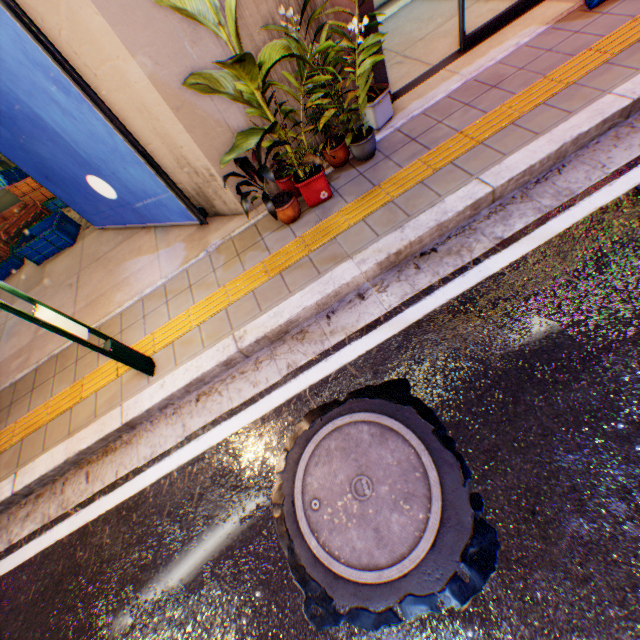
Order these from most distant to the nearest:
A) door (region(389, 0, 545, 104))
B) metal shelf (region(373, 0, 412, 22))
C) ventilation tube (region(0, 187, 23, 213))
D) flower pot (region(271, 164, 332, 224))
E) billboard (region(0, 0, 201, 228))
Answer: ventilation tube (region(0, 187, 23, 213)) < metal shelf (region(373, 0, 412, 22)) < door (region(389, 0, 545, 104)) < flower pot (region(271, 164, 332, 224)) < billboard (region(0, 0, 201, 228))

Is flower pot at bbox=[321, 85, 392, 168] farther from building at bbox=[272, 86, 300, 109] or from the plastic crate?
the plastic crate

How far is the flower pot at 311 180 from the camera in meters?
3.5

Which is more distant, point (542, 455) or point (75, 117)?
point (75, 117)

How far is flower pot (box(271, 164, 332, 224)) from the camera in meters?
3.5

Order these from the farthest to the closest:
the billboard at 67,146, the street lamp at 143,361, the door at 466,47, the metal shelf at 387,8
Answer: the metal shelf at 387,8
the door at 466,47
the billboard at 67,146
the street lamp at 143,361

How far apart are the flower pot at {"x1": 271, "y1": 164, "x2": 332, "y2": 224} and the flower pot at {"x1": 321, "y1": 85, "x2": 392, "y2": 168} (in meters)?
0.13

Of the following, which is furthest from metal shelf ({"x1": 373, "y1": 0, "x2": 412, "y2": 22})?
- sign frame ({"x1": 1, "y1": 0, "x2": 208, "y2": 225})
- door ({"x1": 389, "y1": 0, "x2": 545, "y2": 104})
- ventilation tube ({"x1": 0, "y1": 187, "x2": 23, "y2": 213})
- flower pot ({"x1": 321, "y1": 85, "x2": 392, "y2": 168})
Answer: ventilation tube ({"x1": 0, "y1": 187, "x2": 23, "y2": 213})
